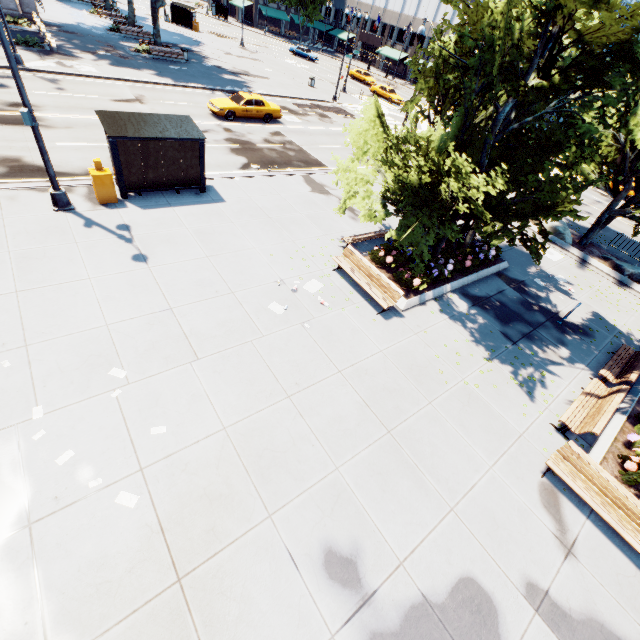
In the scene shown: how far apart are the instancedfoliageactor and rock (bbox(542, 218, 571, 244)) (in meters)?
23.36

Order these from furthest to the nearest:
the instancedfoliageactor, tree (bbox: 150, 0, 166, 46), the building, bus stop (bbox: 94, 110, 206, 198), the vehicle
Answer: the building, tree (bbox: 150, 0, 166, 46), the vehicle, bus stop (bbox: 94, 110, 206, 198), the instancedfoliageactor

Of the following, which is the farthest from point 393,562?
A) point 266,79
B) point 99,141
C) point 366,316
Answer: point 266,79

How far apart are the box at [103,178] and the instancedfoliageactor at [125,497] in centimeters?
1059cm

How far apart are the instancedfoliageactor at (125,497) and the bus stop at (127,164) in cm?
1101

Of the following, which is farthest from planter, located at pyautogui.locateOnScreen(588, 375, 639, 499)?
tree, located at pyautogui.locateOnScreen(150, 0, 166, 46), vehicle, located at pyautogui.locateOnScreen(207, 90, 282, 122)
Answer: vehicle, located at pyautogui.locateOnScreen(207, 90, 282, 122)

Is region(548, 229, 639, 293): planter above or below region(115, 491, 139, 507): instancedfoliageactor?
above

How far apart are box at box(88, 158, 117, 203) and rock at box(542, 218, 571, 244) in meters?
22.7 m
